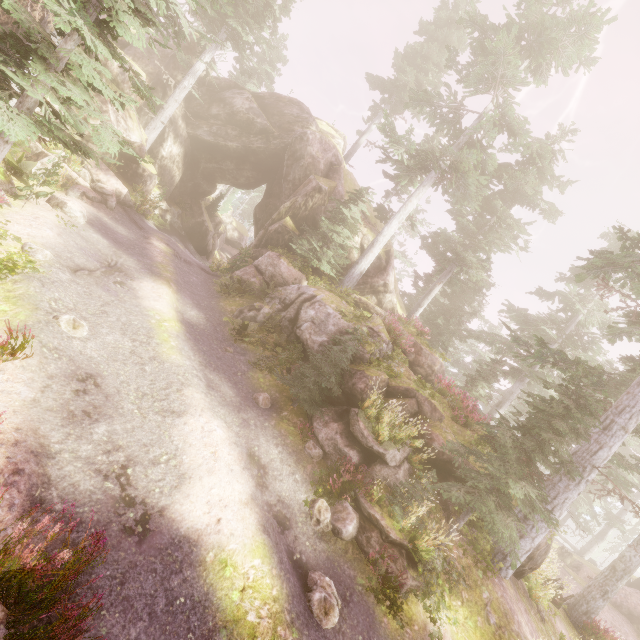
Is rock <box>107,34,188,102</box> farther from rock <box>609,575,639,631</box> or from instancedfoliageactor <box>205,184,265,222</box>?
rock <box>609,575,639,631</box>

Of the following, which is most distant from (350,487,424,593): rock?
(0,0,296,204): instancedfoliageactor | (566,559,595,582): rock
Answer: (566,559,595,582): rock

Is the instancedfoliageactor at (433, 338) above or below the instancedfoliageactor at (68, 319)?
above

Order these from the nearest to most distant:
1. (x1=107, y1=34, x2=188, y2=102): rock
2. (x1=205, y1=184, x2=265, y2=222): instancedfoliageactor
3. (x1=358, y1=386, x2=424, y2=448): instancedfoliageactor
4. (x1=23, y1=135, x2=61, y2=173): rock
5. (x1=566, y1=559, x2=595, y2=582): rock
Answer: (x1=358, y1=386, x2=424, y2=448): instancedfoliageactor
(x1=23, y1=135, x2=61, y2=173): rock
(x1=107, y1=34, x2=188, y2=102): rock
(x1=566, y1=559, x2=595, y2=582): rock
(x1=205, y1=184, x2=265, y2=222): instancedfoliageactor

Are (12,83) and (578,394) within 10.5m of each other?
no

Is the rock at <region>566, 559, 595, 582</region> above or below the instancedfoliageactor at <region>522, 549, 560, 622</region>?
below

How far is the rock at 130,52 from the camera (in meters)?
22.58

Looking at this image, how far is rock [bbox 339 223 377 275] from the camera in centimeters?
2272cm
